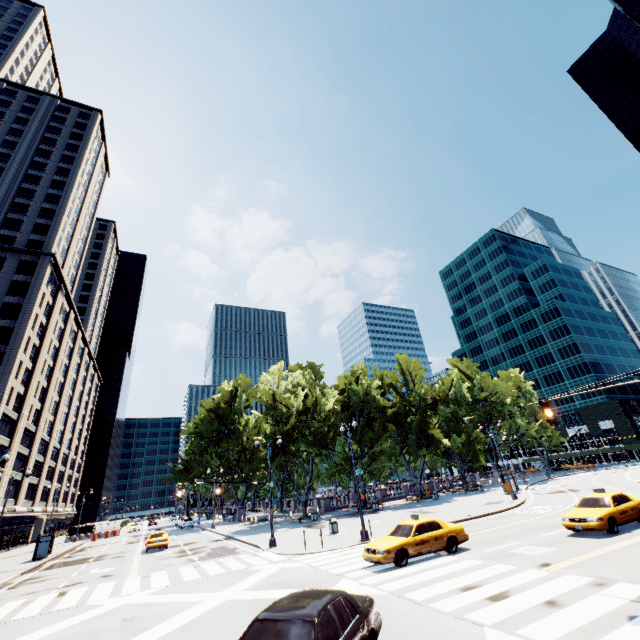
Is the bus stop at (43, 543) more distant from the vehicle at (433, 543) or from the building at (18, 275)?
the vehicle at (433, 543)

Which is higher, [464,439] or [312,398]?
[312,398]

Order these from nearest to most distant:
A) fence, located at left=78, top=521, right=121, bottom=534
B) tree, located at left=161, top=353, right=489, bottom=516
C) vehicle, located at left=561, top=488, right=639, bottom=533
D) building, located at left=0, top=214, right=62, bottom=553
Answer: vehicle, located at left=561, top=488, right=639, bottom=533 → tree, located at left=161, top=353, right=489, bottom=516 → building, located at left=0, top=214, right=62, bottom=553 → fence, located at left=78, top=521, right=121, bottom=534

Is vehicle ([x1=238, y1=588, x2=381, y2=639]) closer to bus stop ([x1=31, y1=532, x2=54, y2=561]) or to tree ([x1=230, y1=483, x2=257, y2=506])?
tree ([x1=230, y1=483, x2=257, y2=506])

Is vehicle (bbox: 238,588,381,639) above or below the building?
below

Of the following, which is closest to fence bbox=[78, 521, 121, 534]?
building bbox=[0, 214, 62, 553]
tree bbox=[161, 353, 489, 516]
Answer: building bbox=[0, 214, 62, 553]

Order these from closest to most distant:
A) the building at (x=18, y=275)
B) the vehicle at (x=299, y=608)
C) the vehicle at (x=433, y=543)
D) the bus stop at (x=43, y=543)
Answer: the vehicle at (x=299, y=608) < the vehicle at (x=433, y=543) < the bus stop at (x=43, y=543) < the building at (x=18, y=275)
